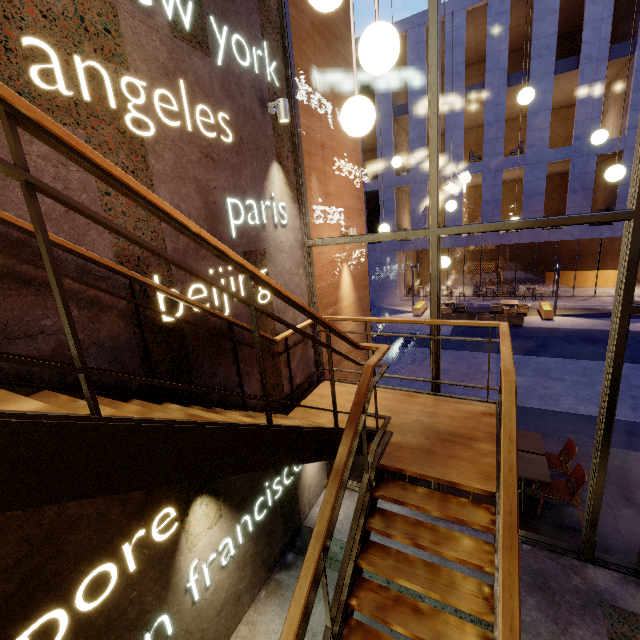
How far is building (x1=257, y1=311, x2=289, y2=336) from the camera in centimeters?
426cm

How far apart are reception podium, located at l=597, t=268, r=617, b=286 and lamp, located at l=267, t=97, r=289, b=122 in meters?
23.9

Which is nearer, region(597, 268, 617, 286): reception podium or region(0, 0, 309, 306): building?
region(0, 0, 309, 306): building

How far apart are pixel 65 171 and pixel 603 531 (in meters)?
7.84

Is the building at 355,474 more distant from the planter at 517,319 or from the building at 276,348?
the planter at 517,319

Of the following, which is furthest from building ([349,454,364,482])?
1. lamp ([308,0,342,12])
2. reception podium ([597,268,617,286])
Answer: reception podium ([597,268,617,286])

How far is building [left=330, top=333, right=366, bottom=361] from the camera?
6.3 meters

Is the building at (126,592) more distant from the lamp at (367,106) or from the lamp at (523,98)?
the lamp at (523,98)
